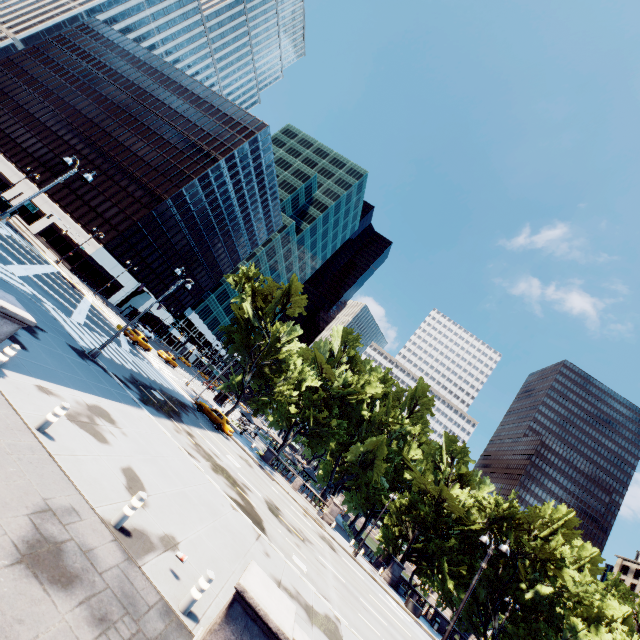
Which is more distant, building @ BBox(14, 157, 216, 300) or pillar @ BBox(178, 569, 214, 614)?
building @ BBox(14, 157, 216, 300)

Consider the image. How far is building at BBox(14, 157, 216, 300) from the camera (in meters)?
52.69

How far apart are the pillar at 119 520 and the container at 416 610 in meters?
35.9

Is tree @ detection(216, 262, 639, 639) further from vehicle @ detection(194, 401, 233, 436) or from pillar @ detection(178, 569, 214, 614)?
pillar @ detection(178, 569, 214, 614)

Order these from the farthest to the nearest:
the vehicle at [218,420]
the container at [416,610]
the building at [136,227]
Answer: the building at [136,227] → the vehicle at [218,420] → the container at [416,610]

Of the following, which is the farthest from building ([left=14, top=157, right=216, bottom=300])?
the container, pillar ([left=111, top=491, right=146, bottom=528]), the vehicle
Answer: the container

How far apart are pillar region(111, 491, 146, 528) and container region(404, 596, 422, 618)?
35.91m

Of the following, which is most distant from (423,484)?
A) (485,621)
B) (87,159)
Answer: (87,159)
